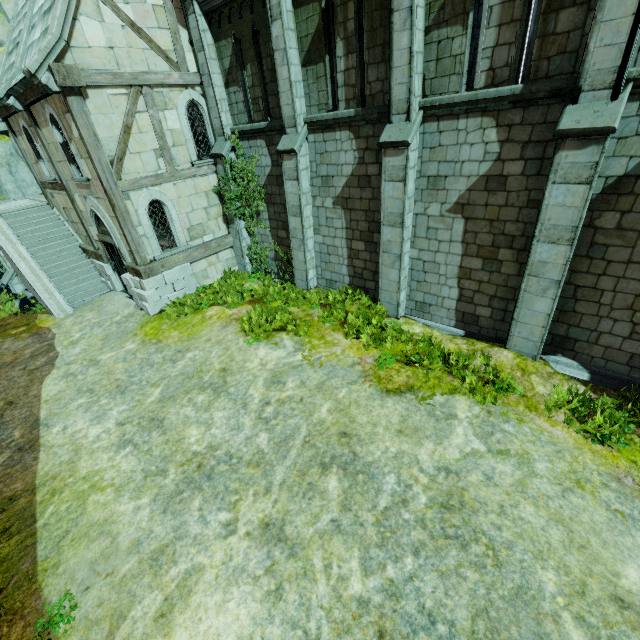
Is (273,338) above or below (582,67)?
below

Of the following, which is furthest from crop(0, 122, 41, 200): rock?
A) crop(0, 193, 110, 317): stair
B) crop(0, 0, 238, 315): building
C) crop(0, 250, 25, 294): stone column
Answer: crop(0, 250, 25, 294): stone column

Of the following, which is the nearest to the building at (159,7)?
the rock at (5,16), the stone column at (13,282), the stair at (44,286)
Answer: the stair at (44,286)

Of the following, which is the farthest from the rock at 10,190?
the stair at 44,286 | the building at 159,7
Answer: the building at 159,7

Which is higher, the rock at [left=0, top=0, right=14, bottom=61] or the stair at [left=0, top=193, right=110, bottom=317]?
the rock at [left=0, top=0, right=14, bottom=61]

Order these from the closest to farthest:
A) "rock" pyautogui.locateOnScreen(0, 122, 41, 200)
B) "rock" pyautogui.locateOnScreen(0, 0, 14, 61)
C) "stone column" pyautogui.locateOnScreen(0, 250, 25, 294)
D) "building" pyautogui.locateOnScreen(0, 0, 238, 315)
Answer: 1. "building" pyautogui.locateOnScreen(0, 0, 238, 315)
2. "stone column" pyautogui.locateOnScreen(0, 250, 25, 294)
3. "rock" pyautogui.locateOnScreen(0, 0, 14, 61)
4. "rock" pyautogui.locateOnScreen(0, 122, 41, 200)

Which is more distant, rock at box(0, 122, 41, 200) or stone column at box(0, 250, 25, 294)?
rock at box(0, 122, 41, 200)
